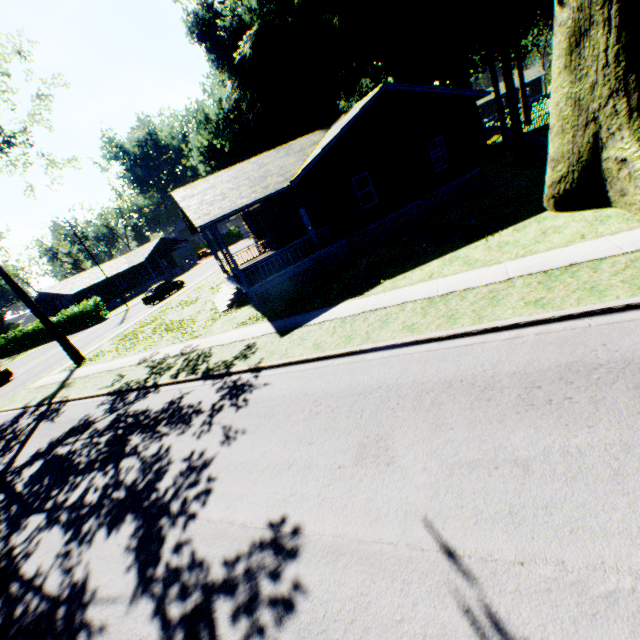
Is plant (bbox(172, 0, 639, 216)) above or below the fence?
above

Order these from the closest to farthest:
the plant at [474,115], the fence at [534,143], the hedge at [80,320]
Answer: the fence at [534,143]
the plant at [474,115]
the hedge at [80,320]

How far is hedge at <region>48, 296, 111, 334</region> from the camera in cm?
3975

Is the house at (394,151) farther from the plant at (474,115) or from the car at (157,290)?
the car at (157,290)

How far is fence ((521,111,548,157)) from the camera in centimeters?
1828cm

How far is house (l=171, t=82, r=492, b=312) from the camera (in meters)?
15.08

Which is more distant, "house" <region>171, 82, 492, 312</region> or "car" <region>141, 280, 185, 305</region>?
"car" <region>141, 280, 185, 305</region>

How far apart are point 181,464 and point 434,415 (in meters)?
5.48
